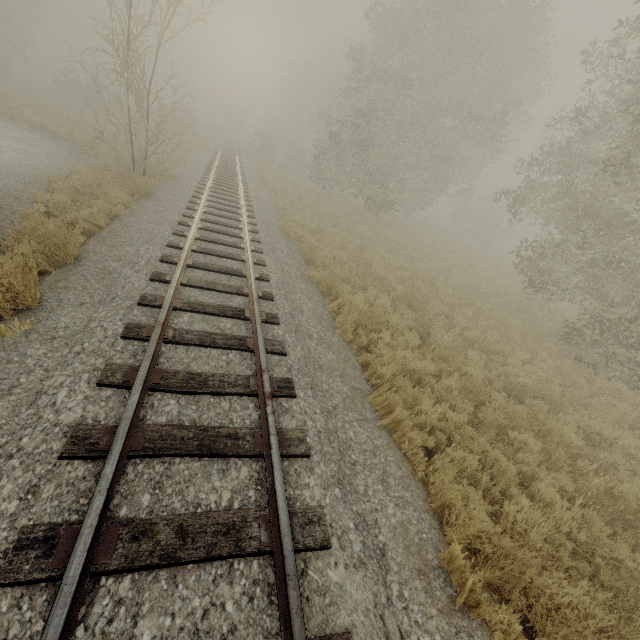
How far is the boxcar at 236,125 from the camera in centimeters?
5538cm

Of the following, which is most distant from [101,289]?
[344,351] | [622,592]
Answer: [622,592]

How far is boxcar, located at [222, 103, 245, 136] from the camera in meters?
55.4 m
